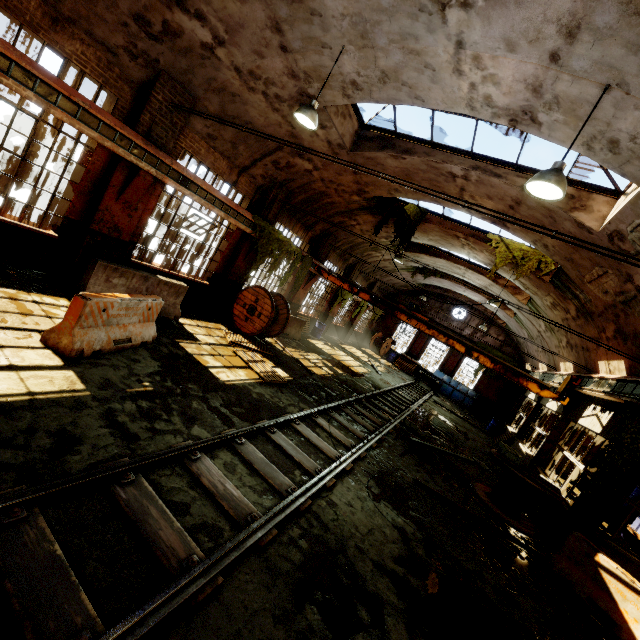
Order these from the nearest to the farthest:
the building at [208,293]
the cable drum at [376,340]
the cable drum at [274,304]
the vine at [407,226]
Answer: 1. the building at [208,293]
2. the cable drum at [274,304]
3. the vine at [407,226]
4. the cable drum at [376,340]

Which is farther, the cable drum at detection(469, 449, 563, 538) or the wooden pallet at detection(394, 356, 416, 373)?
the wooden pallet at detection(394, 356, 416, 373)

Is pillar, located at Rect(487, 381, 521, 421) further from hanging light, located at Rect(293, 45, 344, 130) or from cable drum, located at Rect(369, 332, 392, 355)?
hanging light, located at Rect(293, 45, 344, 130)

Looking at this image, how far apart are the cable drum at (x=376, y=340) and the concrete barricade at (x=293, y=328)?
14.0m

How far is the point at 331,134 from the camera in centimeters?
960cm

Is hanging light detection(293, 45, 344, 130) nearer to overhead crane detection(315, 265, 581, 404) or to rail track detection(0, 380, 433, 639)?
rail track detection(0, 380, 433, 639)

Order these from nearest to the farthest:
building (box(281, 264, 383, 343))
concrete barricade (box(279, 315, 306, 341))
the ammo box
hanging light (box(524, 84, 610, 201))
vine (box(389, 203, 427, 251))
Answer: hanging light (box(524, 84, 610, 201)) < the ammo box < vine (box(389, 203, 427, 251)) < concrete barricade (box(279, 315, 306, 341)) < building (box(281, 264, 383, 343))

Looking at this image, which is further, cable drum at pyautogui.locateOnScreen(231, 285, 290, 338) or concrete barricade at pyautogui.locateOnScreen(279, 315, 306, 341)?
concrete barricade at pyautogui.locateOnScreen(279, 315, 306, 341)
